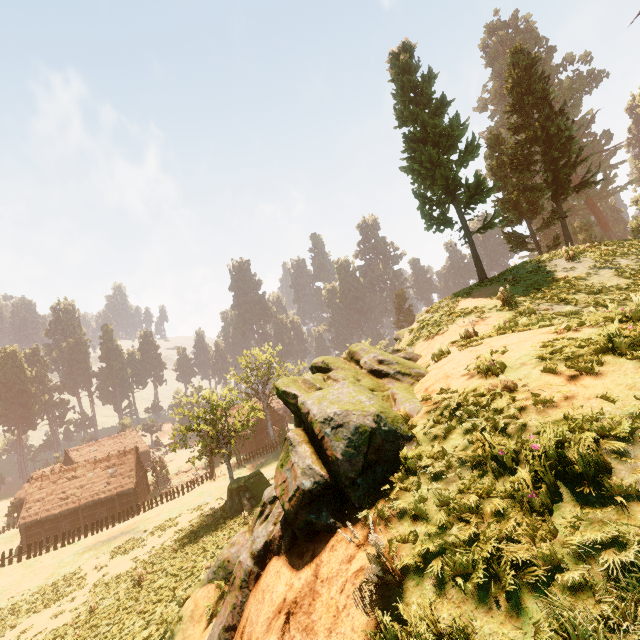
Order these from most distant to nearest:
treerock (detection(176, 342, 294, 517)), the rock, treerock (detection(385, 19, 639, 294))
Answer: treerock (detection(176, 342, 294, 517))
treerock (detection(385, 19, 639, 294))
the rock

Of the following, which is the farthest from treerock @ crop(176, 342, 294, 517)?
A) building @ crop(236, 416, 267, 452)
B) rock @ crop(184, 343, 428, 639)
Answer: rock @ crop(184, 343, 428, 639)

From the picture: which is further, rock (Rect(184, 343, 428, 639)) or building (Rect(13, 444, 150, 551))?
building (Rect(13, 444, 150, 551))

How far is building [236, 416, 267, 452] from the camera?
54.78m

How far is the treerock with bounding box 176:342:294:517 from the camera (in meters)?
24.62

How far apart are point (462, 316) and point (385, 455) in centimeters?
772cm

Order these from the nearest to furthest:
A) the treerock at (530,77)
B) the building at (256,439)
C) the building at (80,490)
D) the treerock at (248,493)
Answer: the treerock at (530,77) → the treerock at (248,493) → the building at (80,490) → the building at (256,439)

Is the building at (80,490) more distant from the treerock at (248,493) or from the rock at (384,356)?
the rock at (384,356)
